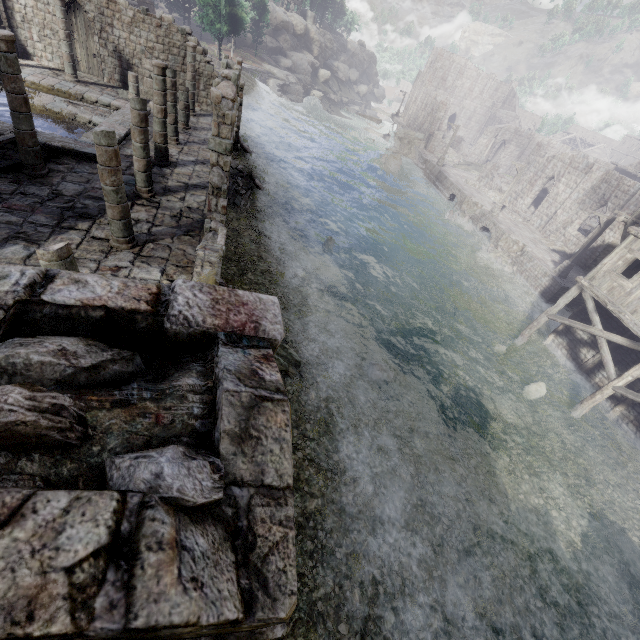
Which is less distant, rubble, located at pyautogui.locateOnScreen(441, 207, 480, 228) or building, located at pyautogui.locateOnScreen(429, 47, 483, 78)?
rubble, located at pyautogui.locateOnScreen(441, 207, 480, 228)

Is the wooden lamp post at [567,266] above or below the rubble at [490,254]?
above

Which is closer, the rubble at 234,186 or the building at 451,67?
the rubble at 234,186

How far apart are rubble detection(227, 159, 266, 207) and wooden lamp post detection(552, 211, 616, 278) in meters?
22.0 m

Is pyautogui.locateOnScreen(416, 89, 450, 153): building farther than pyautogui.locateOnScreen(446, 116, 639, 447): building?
Yes

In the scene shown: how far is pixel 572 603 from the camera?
9.19m

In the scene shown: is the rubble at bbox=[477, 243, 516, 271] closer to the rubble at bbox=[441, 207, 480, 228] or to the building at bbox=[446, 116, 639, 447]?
the rubble at bbox=[441, 207, 480, 228]

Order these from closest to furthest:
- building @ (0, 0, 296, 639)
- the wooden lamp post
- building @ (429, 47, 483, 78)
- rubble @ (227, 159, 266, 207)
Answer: building @ (0, 0, 296, 639) → rubble @ (227, 159, 266, 207) → the wooden lamp post → building @ (429, 47, 483, 78)
